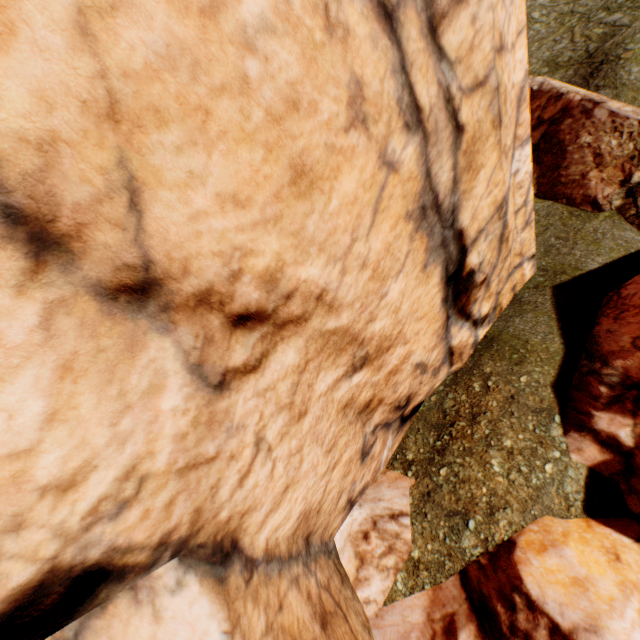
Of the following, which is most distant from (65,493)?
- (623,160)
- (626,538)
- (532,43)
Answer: (532,43)
